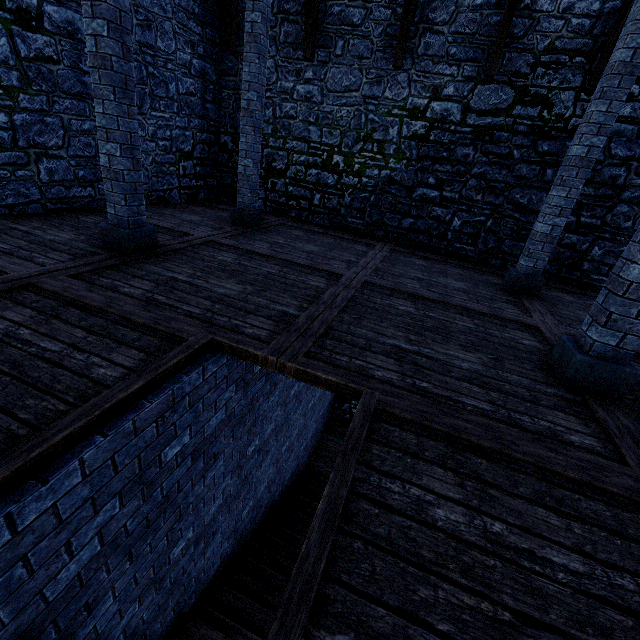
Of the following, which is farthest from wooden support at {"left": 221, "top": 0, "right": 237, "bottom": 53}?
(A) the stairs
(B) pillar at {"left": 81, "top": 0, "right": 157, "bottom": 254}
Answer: (A) the stairs

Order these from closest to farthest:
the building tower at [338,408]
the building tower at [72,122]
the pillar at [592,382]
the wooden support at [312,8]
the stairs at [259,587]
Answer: the pillar at [592,382], the stairs at [259,587], the building tower at [72,122], the wooden support at [312,8], the building tower at [338,408]

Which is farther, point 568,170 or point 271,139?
point 271,139

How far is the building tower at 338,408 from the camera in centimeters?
1169cm

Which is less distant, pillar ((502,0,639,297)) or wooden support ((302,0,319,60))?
pillar ((502,0,639,297))

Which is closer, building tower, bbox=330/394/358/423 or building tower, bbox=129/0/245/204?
building tower, bbox=129/0/245/204

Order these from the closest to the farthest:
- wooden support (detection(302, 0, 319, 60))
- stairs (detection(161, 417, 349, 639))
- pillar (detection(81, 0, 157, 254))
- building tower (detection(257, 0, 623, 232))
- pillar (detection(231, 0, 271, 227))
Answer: pillar (detection(81, 0, 157, 254)) → stairs (detection(161, 417, 349, 639)) → pillar (detection(231, 0, 271, 227)) → building tower (detection(257, 0, 623, 232)) → wooden support (detection(302, 0, 319, 60))

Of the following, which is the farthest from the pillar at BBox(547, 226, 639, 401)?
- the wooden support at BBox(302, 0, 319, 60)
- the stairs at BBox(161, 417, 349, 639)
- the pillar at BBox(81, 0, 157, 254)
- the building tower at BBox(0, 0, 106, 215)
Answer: the wooden support at BBox(302, 0, 319, 60)
